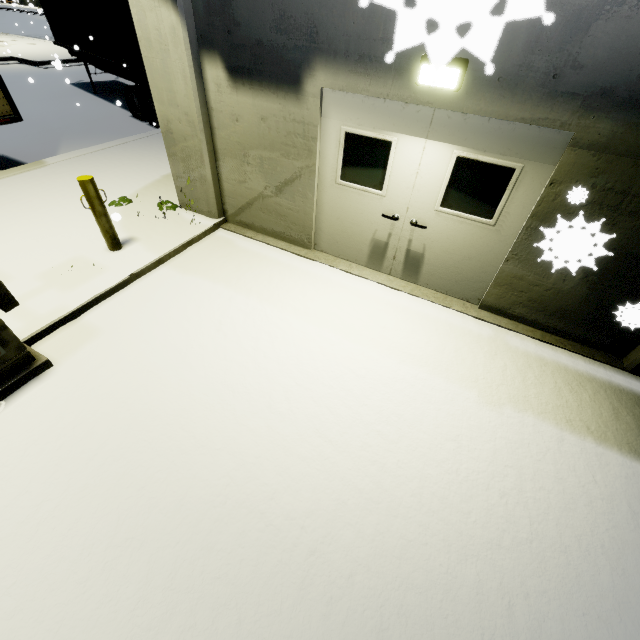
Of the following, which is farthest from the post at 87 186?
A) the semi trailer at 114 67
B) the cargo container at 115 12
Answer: the cargo container at 115 12

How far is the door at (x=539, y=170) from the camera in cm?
379

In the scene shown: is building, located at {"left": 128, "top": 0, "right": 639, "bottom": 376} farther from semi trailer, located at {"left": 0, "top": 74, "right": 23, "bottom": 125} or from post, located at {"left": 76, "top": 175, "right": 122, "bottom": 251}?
post, located at {"left": 76, "top": 175, "right": 122, "bottom": 251}

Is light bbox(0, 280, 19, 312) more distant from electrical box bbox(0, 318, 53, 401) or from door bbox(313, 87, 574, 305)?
door bbox(313, 87, 574, 305)

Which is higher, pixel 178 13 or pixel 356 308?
pixel 178 13

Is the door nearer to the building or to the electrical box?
the building

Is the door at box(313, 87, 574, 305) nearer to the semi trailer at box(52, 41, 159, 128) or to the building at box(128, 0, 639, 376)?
the building at box(128, 0, 639, 376)

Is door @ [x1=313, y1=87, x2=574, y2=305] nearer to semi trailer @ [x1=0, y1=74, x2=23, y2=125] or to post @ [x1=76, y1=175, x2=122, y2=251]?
semi trailer @ [x1=0, y1=74, x2=23, y2=125]
